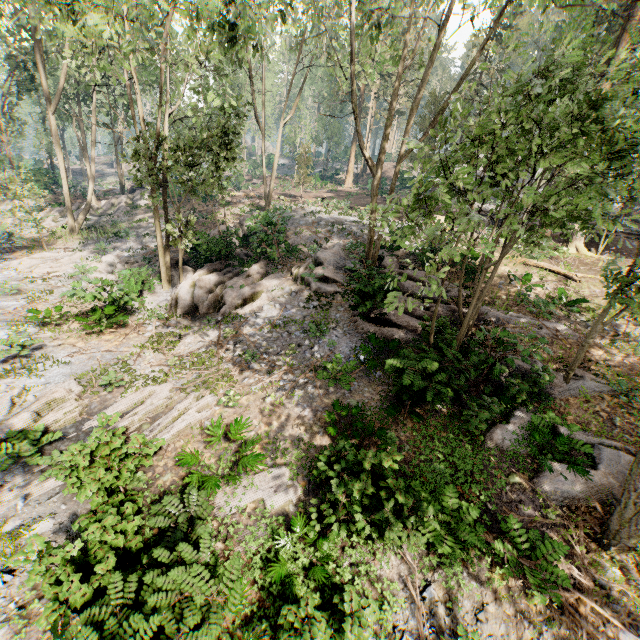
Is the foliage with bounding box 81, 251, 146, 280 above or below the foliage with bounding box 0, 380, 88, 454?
above

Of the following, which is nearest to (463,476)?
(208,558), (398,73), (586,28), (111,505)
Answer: (208,558)

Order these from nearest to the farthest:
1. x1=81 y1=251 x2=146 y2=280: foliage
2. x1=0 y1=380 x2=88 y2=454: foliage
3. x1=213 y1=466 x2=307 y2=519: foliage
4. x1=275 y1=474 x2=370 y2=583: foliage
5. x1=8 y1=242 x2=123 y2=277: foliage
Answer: x1=275 y1=474 x2=370 y2=583: foliage → x1=213 y1=466 x2=307 y2=519: foliage → x1=0 y1=380 x2=88 y2=454: foliage → x1=81 y1=251 x2=146 y2=280: foliage → x1=8 y1=242 x2=123 y2=277: foliage

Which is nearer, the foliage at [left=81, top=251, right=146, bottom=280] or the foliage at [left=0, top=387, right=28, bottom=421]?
the foliage at [left=0, top=387, right=28, bottom=421]

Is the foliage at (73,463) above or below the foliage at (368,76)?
below

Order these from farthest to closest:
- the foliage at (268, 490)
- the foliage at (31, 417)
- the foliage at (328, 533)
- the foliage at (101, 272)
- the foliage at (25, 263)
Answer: the foliage at (25, 263) → the foliage at (101, 272) → the foliage at (31, 417) → the foliage at (268, 490) → the foliage at (328, 533)

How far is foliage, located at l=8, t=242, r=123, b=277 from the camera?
20.5 meters
